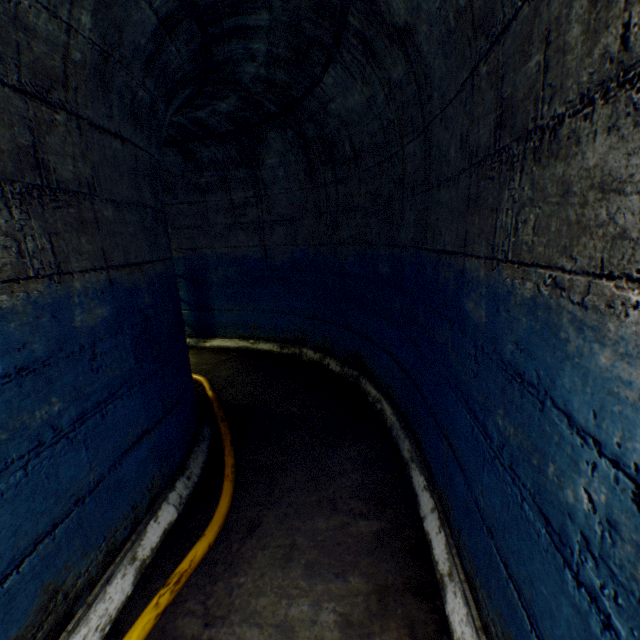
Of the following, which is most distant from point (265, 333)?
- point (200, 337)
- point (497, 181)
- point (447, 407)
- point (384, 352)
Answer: point (497, 181)

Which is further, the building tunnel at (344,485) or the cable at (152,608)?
the cable at (152,608)

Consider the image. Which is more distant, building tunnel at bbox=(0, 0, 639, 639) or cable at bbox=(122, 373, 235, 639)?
cable at bbox=(122, 373, 235, 639)
